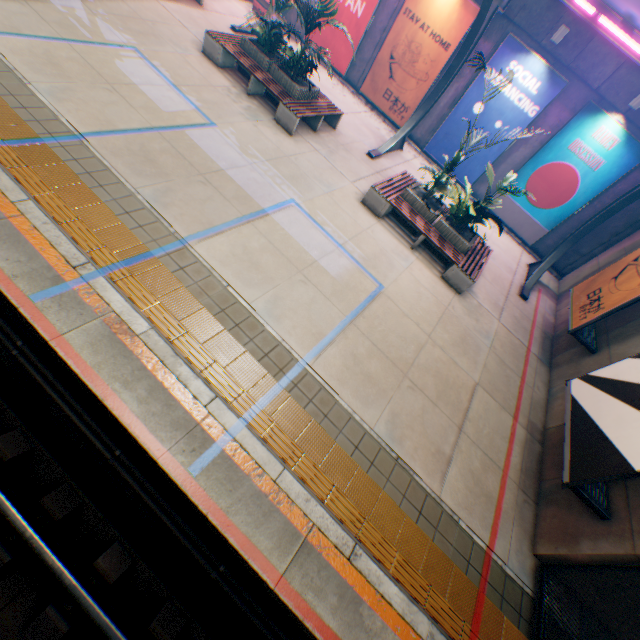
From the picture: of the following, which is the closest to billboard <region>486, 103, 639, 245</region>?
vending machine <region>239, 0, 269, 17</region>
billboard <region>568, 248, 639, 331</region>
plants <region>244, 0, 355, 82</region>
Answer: billboard <region>568, 248, 639, 331</region>

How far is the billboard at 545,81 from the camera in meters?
11.0 m

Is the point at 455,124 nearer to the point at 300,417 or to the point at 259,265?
the point at 259,265

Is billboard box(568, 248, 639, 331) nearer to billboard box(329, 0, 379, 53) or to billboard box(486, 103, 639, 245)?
billboard box(486, 103, 639, 245)

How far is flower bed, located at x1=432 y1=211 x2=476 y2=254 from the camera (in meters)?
9.09

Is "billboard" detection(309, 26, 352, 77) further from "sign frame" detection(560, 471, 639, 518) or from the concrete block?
"sign frame" detection(560, 471, 639, 518)

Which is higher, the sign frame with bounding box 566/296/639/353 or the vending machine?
the sign frame with bounding box 566/296/639/353

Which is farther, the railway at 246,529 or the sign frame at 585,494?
the sign frame at 585,494
